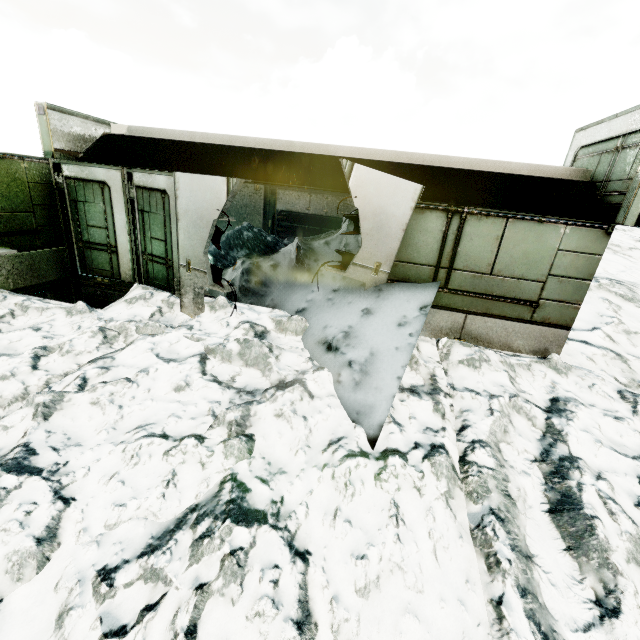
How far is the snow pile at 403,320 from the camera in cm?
458

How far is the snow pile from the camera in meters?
4.6

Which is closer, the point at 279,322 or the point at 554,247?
the point at 554,247
